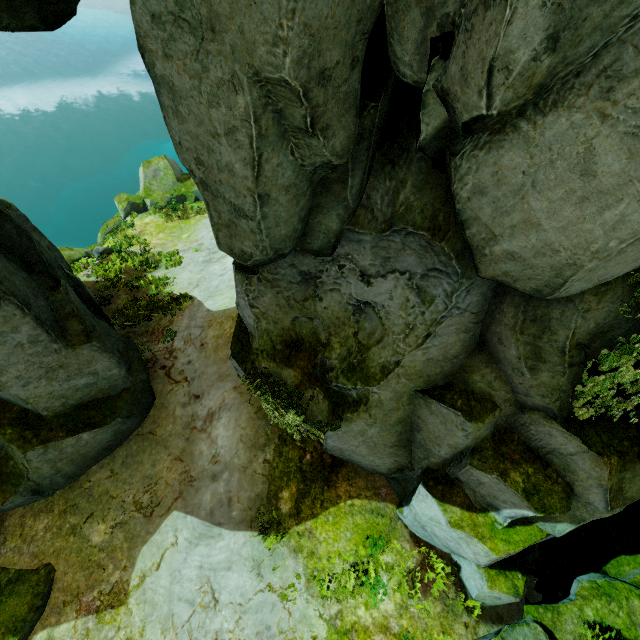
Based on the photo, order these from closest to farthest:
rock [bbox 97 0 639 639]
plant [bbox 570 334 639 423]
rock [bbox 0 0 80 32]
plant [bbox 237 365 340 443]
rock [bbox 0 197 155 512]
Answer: rock [bbox 97 0 639 639] → rock [bbox 0 0 80 32] → plant [bbox 570 334 639 423] → plant [bbox 237 365 340 443] → rock [bbox 0 197 155 512]

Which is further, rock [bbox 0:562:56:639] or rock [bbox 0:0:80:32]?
rock [bbox 0:562:56:639]

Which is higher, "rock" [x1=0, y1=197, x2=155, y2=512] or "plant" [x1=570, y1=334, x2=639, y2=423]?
"plant" [x1=570, y1=334, x2=639, y2=423]

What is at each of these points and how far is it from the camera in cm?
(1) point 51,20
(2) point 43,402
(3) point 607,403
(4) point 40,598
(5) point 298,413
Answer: (1) rock, 438
(2) rock, 827
(3) plant, 555
(4) rock, 778
(5) plant, 653

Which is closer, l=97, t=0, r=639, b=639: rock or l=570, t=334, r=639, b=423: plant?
l=97, t=0, r=639, b=639: rock

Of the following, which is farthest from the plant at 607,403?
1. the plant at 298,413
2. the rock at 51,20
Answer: the plant at 298,413

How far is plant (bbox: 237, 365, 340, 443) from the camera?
6.50m

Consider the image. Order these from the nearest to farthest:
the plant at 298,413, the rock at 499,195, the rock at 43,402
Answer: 1. the rock at 499,195
2. the plant at 298,413
3. the rock at 43,402
